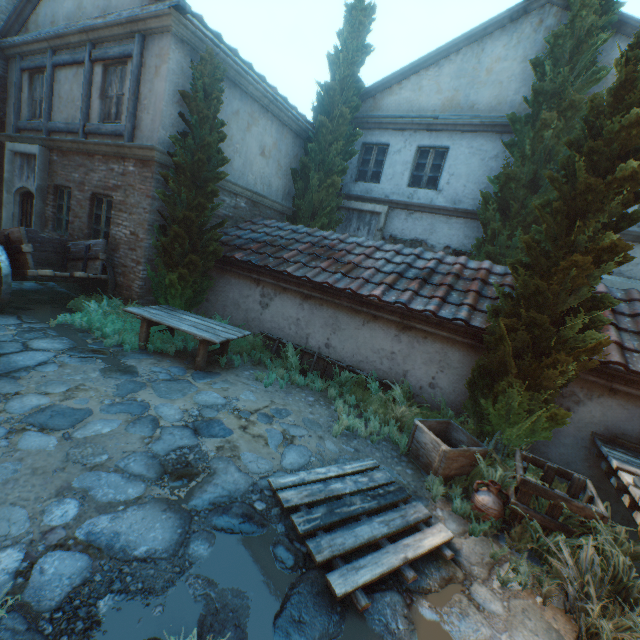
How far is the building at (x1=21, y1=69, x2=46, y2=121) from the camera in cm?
927

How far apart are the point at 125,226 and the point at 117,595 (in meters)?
7.55

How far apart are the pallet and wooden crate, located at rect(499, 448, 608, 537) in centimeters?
81cm

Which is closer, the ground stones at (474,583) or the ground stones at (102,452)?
the ground stones at (474,583)

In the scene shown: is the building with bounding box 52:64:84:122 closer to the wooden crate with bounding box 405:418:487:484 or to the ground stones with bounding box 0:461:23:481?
the ground stones with bounding box 0:461:23:481

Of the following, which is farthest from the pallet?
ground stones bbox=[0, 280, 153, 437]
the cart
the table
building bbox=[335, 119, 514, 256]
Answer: building bbox=[335, 119, 514, 256]

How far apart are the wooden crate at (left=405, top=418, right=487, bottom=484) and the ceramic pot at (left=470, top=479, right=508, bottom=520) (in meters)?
0.32

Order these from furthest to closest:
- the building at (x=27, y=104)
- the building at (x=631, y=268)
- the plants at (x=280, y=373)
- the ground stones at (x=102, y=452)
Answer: the building at (x=27, y=104), the building at (x=631, y=268), the plants at (x=280, y=373), the ground stones at (x=102, y=452)
